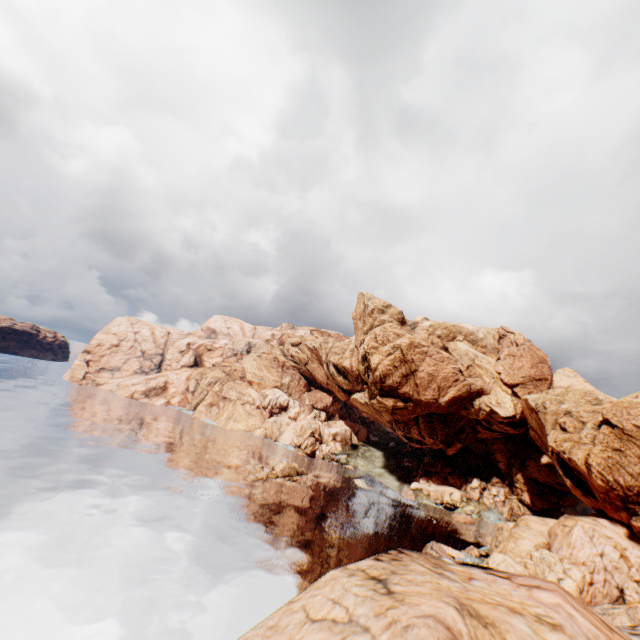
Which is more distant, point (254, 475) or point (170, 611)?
point (254, 475)
